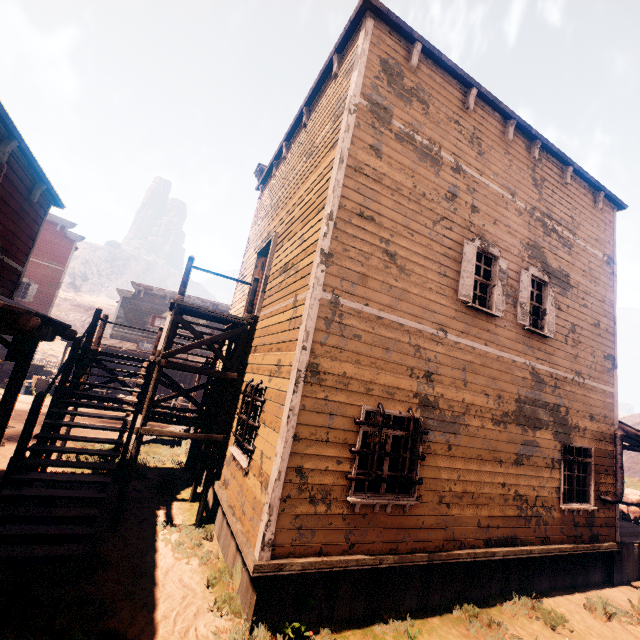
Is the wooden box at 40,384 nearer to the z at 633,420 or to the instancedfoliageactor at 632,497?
the z at 633,420

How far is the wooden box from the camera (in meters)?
19.14

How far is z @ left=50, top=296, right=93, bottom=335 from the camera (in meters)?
53.91

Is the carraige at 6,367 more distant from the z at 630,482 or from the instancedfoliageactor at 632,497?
the instancedfoliageactor at 632,497

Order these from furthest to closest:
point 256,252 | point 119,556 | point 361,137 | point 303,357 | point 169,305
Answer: point 169,305, point 256,252, point 361,137, point 119,556, point 303,357

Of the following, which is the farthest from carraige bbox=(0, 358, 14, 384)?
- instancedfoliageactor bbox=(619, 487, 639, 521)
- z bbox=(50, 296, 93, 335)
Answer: instancedfoliageactor bbox=(619, 487, 639, 521)

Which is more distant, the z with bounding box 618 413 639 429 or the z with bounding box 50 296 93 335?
the z with bounding box 50 296 93 335

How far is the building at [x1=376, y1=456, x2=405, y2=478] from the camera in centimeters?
559cm
